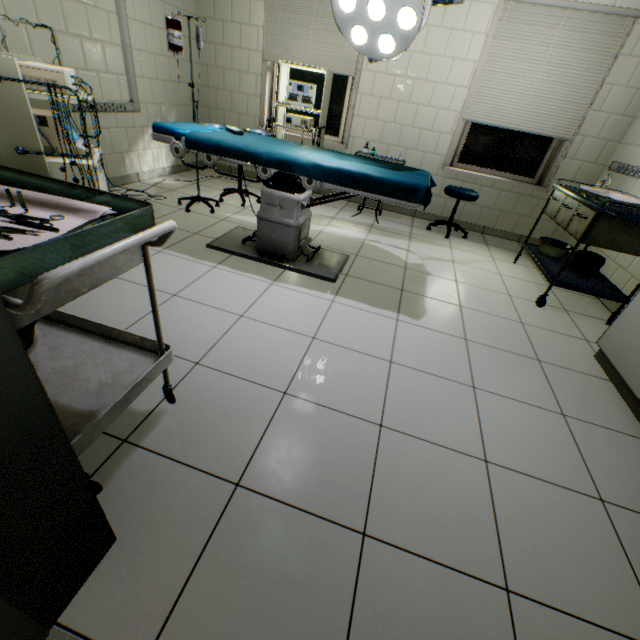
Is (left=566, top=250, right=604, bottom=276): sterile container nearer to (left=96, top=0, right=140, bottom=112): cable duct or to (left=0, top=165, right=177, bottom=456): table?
(left=0, top=165, right=177, bottom=456): table

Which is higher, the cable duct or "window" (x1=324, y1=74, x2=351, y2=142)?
"window" (x1=324, y1=74, x2=351, y2=142)

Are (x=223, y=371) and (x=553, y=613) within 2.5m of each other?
yes

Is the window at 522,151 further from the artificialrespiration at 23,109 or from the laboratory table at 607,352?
the artificialrespiration at 23,109

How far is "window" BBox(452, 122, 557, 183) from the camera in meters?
4.1

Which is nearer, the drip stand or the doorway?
the doorway

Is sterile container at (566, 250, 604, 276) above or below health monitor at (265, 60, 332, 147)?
below

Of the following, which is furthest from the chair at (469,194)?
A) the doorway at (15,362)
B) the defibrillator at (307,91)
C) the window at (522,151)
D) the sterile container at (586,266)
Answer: the doorway at (15,362)
